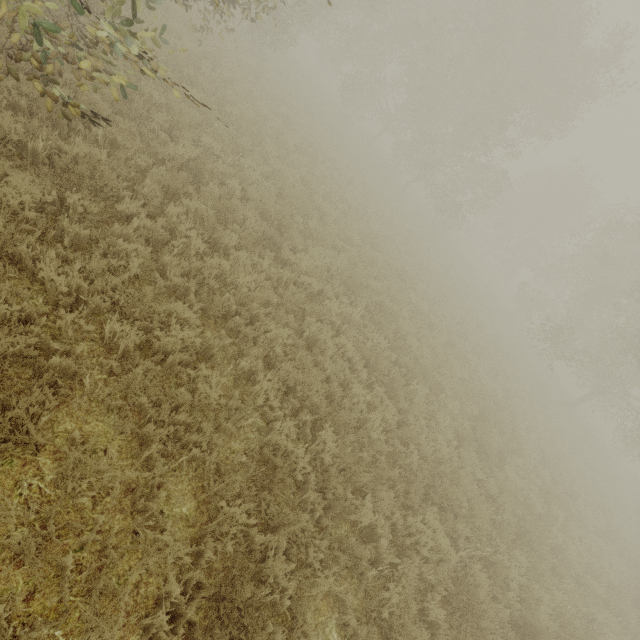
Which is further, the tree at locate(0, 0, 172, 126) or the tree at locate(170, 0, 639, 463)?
the tree at locate(170, 0, 639, 463)

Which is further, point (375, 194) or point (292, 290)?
point (375, 194)

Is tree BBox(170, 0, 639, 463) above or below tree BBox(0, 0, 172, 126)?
above

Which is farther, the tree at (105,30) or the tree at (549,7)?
the tree at (549,7)

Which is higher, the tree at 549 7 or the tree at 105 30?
the tree at 549 7
